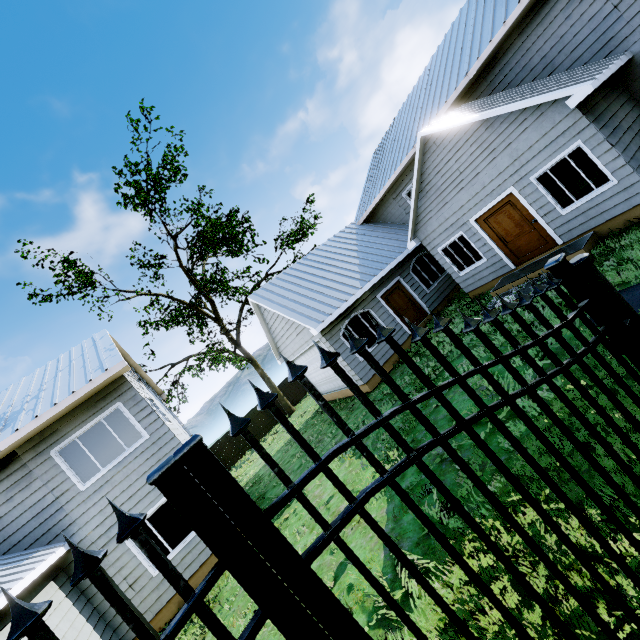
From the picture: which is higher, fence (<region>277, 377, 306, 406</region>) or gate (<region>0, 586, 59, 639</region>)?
gate (<region>0, 586, 59, 639</region>)

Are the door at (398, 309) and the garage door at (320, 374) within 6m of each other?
yes

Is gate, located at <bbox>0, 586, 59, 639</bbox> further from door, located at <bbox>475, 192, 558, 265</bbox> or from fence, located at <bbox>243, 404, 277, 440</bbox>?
fence, located at <bbox>243, 404, 277, 440</bbox>

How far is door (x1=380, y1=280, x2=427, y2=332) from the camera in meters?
14.2

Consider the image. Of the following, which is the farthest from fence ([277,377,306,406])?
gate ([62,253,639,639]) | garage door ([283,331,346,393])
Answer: gate ([62,253,639,639])

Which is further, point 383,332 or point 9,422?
point 9,422

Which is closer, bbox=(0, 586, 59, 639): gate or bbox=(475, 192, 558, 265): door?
bbox=(0, 586, 59, 639): gate

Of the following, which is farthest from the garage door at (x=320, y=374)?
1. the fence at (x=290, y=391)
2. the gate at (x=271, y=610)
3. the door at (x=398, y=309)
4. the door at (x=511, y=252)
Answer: the gate at (x=271, y=610)
